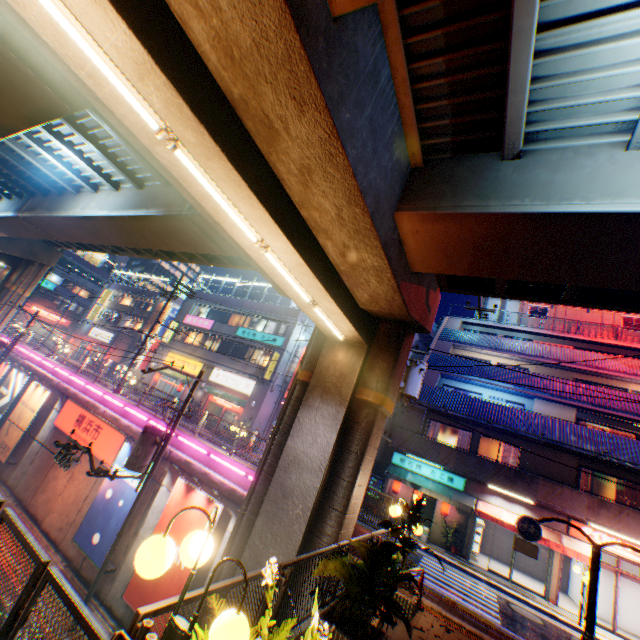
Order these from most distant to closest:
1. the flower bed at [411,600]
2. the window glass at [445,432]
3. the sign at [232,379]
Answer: the sign at [232,379] < the window glass at [445,432] < the flower bed at [411,600]

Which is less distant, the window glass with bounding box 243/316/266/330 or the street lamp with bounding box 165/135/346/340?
the street lamp with bounding box 165/135/346/340

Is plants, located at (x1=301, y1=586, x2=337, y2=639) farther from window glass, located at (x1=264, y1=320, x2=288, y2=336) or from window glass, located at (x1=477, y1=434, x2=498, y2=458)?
window glass, located at (x1=264, y1=320, x2=288, y2=336)

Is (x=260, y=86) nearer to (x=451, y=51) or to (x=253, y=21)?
(x=253, y=21)

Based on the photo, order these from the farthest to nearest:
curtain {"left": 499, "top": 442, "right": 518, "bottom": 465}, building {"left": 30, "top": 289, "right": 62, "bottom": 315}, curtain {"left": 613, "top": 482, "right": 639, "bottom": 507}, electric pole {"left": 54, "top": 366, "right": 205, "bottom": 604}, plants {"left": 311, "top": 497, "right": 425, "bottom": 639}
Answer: building {"left": 30, "top": 289, "right": 62, "bottom": 315} < curtain {"left": 499, "top": 442, "right": 518, "bottom": 465} < curtain {"left": 613, "top": 482, "right": 639, "bottom": 507} < electric pole {"left": 54, "top": 366, "right": 205, "bottom": 604} < plants {"left": 311, "top": 497, "right": 425, "bottom": 639}

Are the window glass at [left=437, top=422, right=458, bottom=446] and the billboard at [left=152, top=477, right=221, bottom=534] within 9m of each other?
no

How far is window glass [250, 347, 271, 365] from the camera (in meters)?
29.69

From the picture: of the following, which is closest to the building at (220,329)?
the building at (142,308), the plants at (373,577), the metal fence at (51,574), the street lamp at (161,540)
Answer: the metal fence at (51,574)
